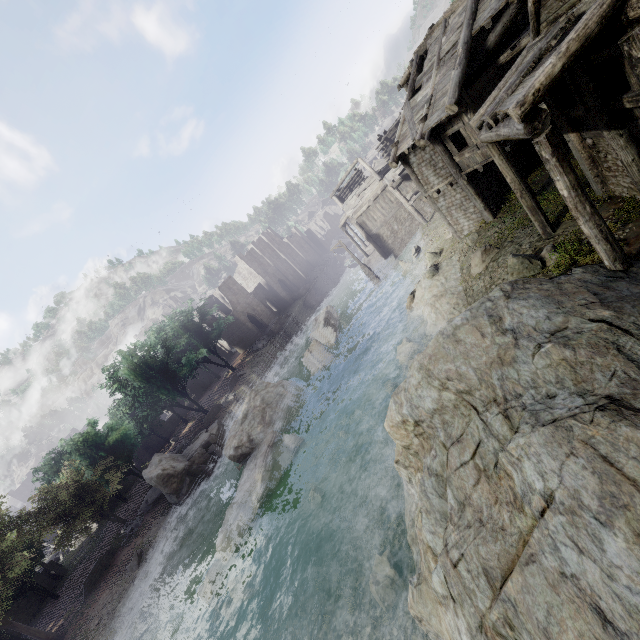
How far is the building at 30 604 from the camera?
28.6 meters

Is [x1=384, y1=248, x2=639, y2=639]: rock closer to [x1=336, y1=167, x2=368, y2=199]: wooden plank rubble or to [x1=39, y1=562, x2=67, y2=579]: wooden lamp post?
[x1=336, y1=167, x2=368, y2=199]: wooden plank rubble

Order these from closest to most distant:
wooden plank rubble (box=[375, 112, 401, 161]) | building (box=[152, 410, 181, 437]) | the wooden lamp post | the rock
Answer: the rock < the wooden lamp post < wooden plank rubble (box=[375, 112, 401, 161]) < building (box=[152, 410, 181, 437])

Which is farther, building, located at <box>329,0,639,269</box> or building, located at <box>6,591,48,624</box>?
building, located at <box>6,591,48,624</box>

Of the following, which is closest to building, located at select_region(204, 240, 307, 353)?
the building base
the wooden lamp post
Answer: the building base

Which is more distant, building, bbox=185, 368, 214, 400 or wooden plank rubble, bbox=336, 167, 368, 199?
building, bbox=185, 368, 214, 400

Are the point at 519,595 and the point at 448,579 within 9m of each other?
yes

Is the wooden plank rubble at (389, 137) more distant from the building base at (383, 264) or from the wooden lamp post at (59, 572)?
the wooden lamp post at (59, 572)
